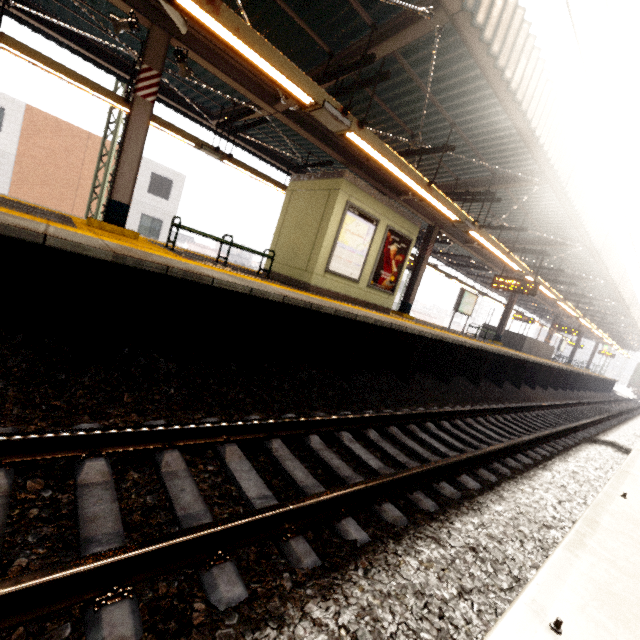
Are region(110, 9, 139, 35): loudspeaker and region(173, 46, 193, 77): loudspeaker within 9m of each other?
yes

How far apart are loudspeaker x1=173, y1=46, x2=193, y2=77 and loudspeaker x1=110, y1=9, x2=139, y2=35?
0.6m

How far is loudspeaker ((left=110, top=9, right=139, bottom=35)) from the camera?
5.31m

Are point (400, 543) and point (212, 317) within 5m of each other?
yes

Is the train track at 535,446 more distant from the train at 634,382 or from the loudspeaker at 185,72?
the train at 634,382

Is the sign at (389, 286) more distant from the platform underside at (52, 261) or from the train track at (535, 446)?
the train track at (535, 446)

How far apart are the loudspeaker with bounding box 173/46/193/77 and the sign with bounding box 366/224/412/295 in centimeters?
551cm

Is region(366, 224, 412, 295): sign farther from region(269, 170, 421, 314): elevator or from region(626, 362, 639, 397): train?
region(626, 362, 639, 397): train
